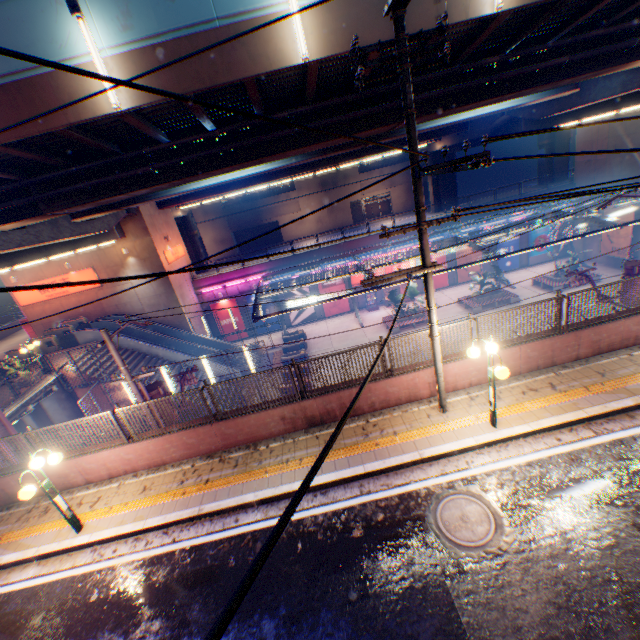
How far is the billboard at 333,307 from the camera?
32.4m

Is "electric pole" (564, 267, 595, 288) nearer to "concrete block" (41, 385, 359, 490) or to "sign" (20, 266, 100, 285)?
"concrete block" (41, 385, 359, 490)

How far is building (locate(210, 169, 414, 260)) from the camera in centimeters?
4872cm

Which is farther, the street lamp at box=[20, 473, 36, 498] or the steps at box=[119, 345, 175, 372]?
the steps at box=[119, 345, 175, 372]

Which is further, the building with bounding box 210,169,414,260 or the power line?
the building with bounding box 210,169,414,260

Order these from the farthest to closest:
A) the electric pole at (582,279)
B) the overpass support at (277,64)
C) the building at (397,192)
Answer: the building at (397,192) → the electric pole at (582,279) → the overpass support at (277,64)

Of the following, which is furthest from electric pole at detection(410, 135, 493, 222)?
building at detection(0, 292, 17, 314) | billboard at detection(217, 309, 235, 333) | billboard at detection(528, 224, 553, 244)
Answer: building at detection(0, 292, 17, 314)

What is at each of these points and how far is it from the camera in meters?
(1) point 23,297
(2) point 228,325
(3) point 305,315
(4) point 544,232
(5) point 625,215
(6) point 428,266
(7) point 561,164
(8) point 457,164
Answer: (1) sign, 25.5
(2) billboard, 32.4
(3) billboard, 32.7
(4) billboard, 31.7
(5) billboard, 25.5
(6) electric pole, 7.3
(7) overpass support, 38.3
(8) electric pole, 4.9
